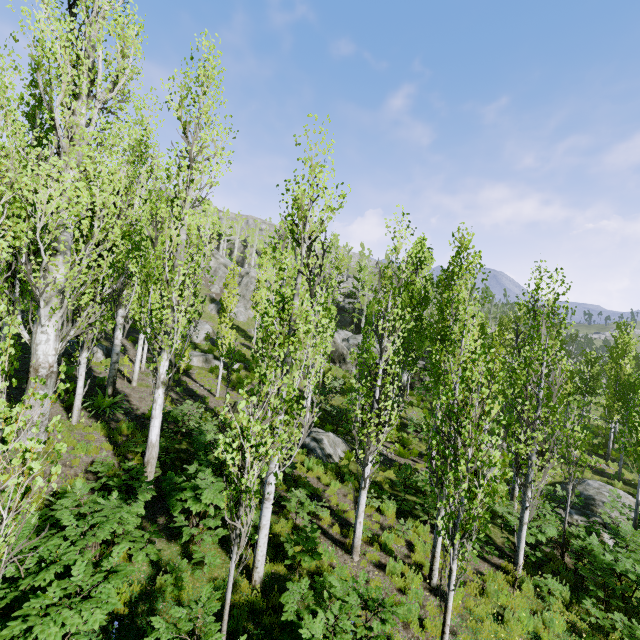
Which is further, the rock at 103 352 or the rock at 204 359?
the rock at 204 359

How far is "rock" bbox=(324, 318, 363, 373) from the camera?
36.0m

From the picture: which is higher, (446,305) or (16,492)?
(446,305)

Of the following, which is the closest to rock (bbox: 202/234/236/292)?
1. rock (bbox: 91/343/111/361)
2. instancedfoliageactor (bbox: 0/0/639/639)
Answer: instancedfoliageactor (bbox: 0/0/639/639)

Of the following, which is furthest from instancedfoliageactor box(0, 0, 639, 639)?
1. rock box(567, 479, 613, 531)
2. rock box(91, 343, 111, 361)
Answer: rock box(567, 479, 613, 531)

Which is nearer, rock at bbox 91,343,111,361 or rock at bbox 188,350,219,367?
rock at bbox 91,343,111,361

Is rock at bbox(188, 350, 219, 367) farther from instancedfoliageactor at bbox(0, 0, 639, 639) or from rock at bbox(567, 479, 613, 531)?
rock at bbox(567, 479, 613, 531)

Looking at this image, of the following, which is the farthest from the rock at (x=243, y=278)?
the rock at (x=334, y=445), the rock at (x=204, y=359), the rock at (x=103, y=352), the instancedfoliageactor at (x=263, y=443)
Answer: the rock at (x=334, y=445)
